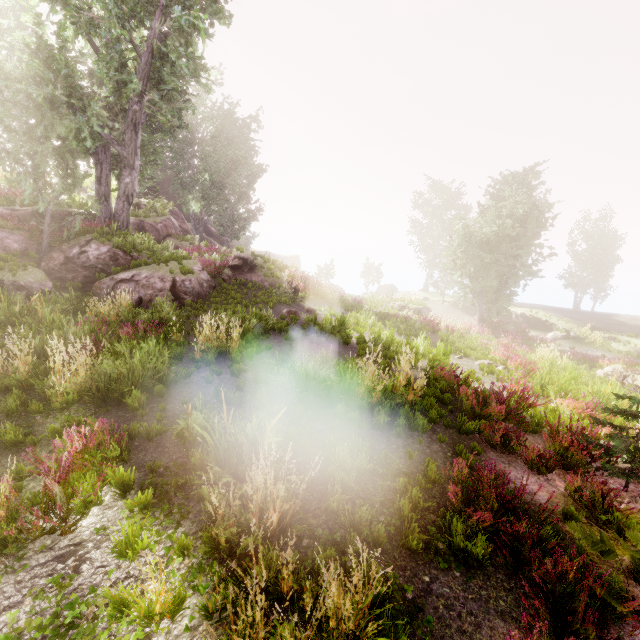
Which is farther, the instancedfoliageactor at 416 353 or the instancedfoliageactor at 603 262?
the instancedfoliageactor at 603 262

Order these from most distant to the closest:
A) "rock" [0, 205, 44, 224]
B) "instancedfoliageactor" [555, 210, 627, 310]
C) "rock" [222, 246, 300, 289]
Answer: "instancedfoliageactor" [555, 210, 627, 310], "rock" [222, 246, 300, 289], "rock" [0, 205, 44, 224]

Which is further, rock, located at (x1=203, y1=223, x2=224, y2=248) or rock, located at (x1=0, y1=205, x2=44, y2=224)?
rock, located at (x1=203, y1=223, x2=224, y2=248)

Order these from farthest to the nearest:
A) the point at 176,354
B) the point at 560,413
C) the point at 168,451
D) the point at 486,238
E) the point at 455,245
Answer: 1. the point at 455,245
2. the point at 486,238
3. the point at 176,354
4. the point at 560,413
5. the point at 168,451

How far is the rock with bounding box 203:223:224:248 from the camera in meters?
38.9

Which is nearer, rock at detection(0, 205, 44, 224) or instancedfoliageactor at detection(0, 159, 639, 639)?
instancedfoliageactor at detection(0, 159, 639, 639)

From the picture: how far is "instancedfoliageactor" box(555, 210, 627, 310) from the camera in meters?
43.0

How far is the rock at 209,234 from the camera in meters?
38.9
